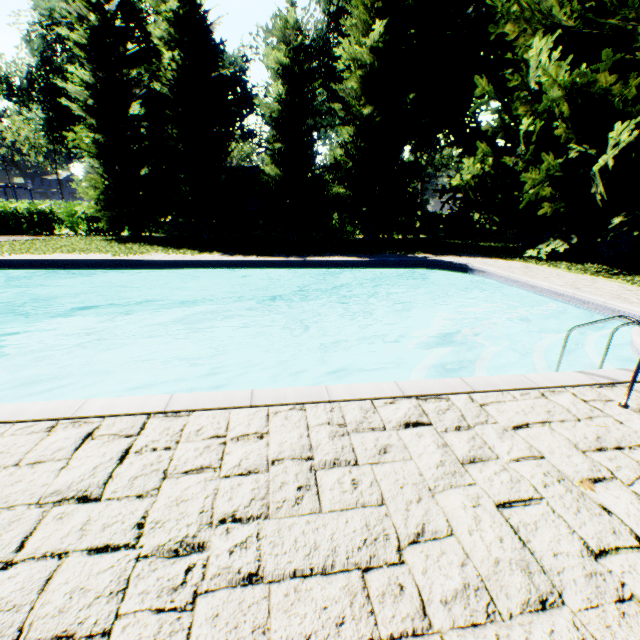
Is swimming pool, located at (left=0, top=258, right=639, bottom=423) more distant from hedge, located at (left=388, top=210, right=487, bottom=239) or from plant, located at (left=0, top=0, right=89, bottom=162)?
hedge, located at (left=388, top=210, right=487, bottom=239)

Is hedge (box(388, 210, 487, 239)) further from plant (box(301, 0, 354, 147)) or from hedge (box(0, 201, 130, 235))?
hedge (box(0, 201, 130, 235))

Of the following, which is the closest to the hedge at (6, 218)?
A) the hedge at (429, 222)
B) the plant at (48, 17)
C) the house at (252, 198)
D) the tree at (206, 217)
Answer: the tree at (206, 217)

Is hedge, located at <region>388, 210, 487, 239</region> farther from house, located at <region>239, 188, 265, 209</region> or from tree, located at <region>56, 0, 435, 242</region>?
house, located at <region>239, 188, 265, 209</region>

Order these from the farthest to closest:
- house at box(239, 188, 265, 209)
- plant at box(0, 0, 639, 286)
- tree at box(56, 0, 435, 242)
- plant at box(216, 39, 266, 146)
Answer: plant at box(216, 39, 266, 146) → house at box(239, 188, 265, 209) → tree at box(56, 0, 435, 242) → plant at box(0, 0, 639, 286)

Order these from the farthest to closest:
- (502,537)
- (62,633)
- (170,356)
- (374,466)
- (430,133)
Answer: (430,133)
(170,356)
(374,466)
(502,537)
(62,633)

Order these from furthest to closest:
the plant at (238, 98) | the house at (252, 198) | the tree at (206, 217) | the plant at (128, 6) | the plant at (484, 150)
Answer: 1. the plant at (238, 98)
2. the house at (252, 198)
3. the plant at (128, 6)
4. the tree at (206, 217)
5. the plant at (484, 150)

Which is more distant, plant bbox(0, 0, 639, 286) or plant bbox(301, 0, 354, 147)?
plant bbox(301, 0, 354, 147)
